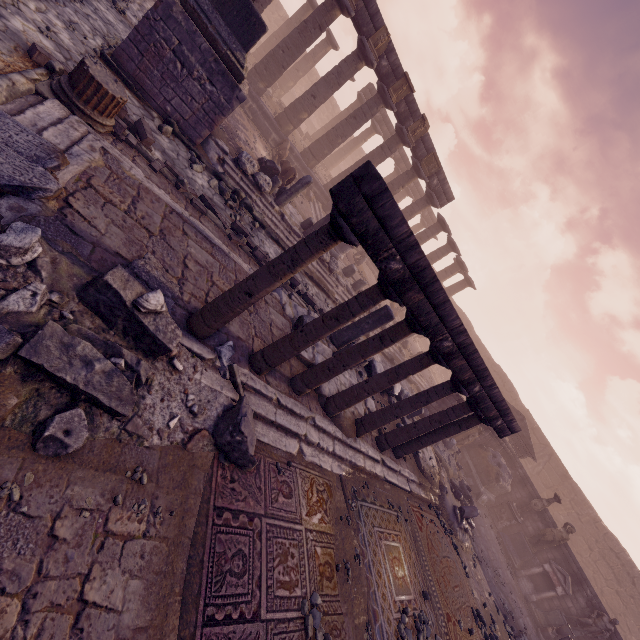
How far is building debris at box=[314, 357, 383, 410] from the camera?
6.6 meters

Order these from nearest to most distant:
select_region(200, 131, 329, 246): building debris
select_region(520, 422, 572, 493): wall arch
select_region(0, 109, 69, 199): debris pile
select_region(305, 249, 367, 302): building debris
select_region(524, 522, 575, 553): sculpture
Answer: select_region(0, 109, 69, 199): debris pile → select_region(200, 131, 329, 246): building debris → select_region(305, 249, 367, 302): building debris → select_region(524, 522, 575, 553): sculpture → select_region(520, 422, 572, 493): wall arch

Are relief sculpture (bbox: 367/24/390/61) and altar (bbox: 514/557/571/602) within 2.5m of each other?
no

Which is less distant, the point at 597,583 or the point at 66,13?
the point at 66,13

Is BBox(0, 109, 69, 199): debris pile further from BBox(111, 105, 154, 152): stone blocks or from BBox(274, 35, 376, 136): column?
BBox(274, 35, 376, 136): column

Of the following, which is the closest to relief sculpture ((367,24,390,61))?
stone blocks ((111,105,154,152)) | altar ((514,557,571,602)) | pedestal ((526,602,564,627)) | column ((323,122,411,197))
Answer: column ((323,122,411,197))

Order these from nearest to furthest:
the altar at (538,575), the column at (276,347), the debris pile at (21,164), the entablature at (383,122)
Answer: the debris pile at (21,164) < the column at (276,347) < the altar at (538,575) < the entablature at (383,122)

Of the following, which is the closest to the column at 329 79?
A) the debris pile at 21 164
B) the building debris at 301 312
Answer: the building debris at 301 312
